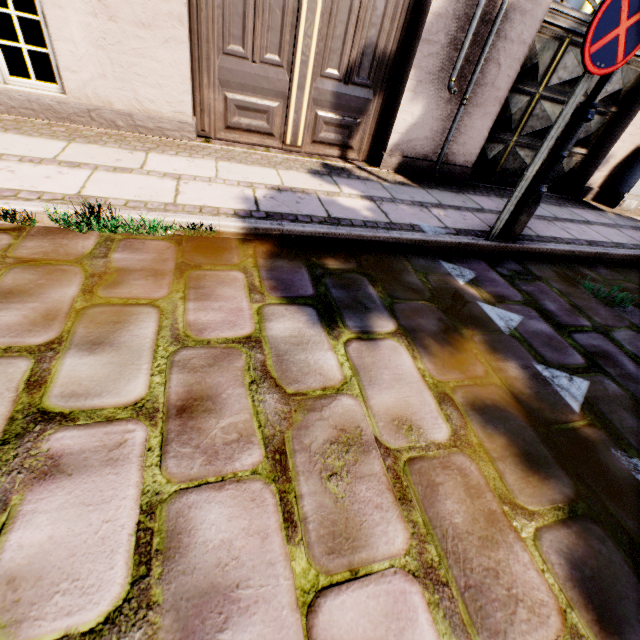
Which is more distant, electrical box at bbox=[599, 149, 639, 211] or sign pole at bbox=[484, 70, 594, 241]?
electrical box at bbox=[599, 149, 639, 211]

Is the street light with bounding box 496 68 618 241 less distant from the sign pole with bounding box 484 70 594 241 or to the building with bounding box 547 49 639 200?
the sign pole with bounding box 484 70 594 241

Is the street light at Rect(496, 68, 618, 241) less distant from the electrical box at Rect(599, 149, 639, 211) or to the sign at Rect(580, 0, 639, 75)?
the sign at Rect(580, 0, 639, 75)

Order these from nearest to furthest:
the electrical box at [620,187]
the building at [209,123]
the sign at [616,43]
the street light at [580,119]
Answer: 1. the sign at [616,43]
2. the street light at [580,119]
3. the building at [209,123]
4. the electrical box at [620,187]

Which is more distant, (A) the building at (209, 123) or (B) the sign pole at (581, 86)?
(A) the building at (209, 123)

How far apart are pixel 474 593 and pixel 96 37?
4.93m

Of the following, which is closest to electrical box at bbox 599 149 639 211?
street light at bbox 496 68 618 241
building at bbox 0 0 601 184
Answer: street light at bbox 496 68 618 241

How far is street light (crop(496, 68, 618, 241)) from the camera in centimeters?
263cm
